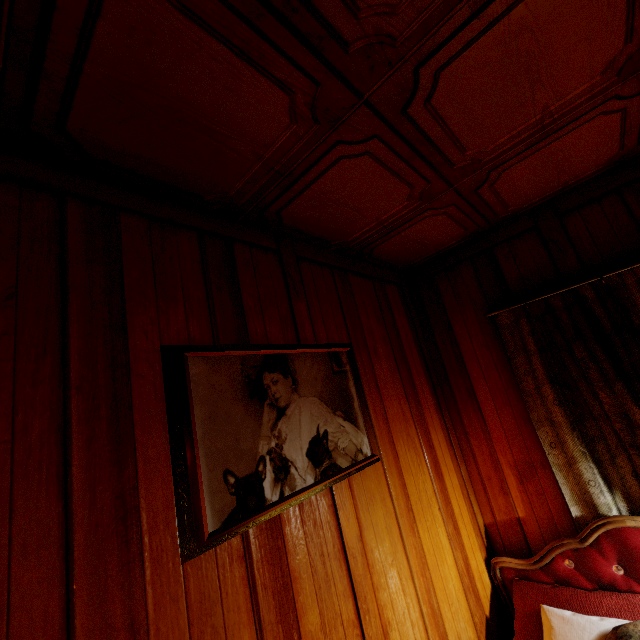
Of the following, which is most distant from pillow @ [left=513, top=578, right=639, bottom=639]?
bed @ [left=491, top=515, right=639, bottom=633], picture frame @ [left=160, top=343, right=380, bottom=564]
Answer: picture frame @ [left=160, top=343, right=380, bottom=564]

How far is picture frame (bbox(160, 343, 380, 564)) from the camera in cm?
100

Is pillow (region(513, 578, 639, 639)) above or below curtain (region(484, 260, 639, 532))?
below

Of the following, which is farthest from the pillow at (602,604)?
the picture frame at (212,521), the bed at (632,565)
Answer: the picture frame at (212,521)

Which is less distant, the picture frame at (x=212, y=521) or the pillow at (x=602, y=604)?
the picture frame at (x=212, y=521)

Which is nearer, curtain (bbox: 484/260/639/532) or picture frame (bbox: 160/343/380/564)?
picture frame (bbox: 160/343/380/564)

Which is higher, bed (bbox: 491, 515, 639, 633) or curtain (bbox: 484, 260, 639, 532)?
curtain (bbox: 484, 260, 639, 532)

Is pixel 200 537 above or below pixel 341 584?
above
